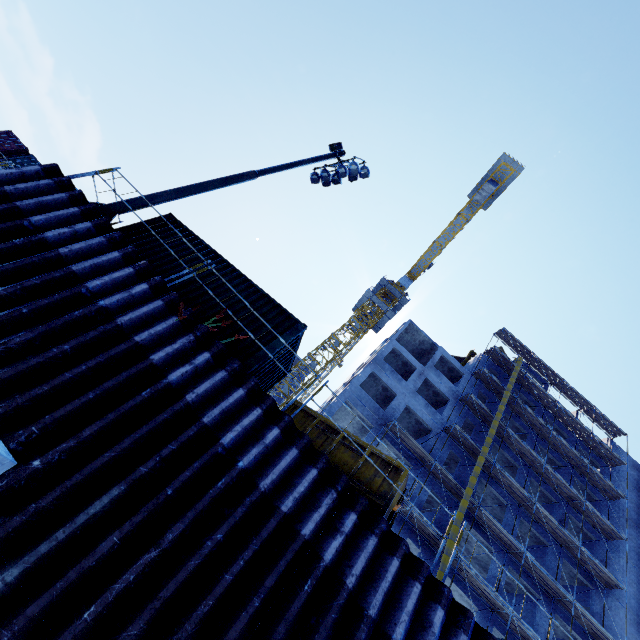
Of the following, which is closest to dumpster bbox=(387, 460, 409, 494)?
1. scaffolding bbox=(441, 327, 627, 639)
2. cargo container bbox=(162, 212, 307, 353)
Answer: cargo container bbox=(162, 212, 307, 353)

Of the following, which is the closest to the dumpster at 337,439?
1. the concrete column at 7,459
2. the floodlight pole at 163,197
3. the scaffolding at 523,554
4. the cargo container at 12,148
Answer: the concrete column at 7,459

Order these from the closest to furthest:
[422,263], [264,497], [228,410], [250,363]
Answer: [264,497] < [228,410] < [250,363] < [422,263]

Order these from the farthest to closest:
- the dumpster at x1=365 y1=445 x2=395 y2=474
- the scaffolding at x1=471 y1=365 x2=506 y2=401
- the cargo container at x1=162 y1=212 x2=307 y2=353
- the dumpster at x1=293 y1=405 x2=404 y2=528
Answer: the scaffolding at x1=471 y1=365 x2=506 y2=401 < the cargo container at x1=162 y1=212 x2=307 y2=353 < the dumpster at x1=365 y1=445 x2=395 y2=474 < the dumpster at x1=293 y1=405 x2=404 y2=528

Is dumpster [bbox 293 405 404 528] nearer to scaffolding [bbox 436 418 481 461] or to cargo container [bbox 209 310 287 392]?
cargo container [bbox 209 310 287 392]

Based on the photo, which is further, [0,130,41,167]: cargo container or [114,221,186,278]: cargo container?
[0,130,41,167]: cargo container

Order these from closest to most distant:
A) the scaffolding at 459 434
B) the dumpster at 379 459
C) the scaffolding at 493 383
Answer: the dumpster at 379 459
the scaffolding at 459 434
the scaffolding at 493 383

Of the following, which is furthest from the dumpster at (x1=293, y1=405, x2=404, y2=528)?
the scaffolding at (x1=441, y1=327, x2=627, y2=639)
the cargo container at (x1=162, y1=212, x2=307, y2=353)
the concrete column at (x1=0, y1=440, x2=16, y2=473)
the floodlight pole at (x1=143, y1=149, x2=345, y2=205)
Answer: the scaffolding at (x1=441, y1=327, x2=627, y2=639)
